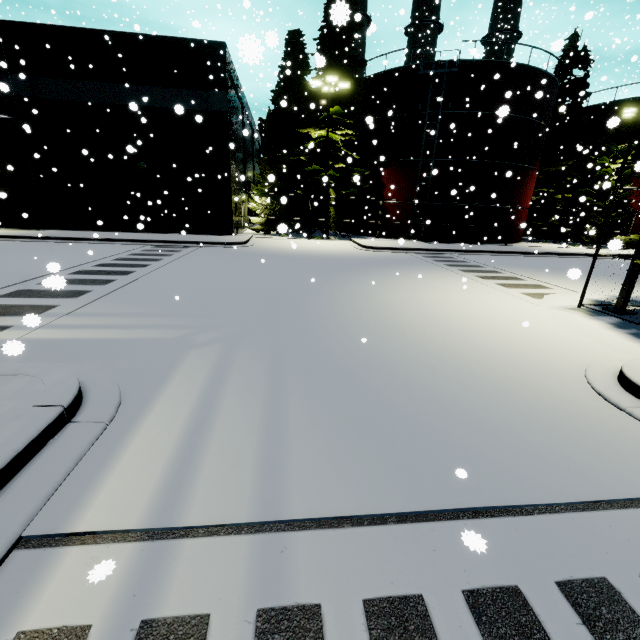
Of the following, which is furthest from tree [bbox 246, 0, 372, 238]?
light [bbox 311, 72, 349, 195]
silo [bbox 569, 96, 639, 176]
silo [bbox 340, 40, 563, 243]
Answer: silo [bbox 569, 96, 639, 176]

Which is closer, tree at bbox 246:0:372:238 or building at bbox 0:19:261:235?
building at bbox 0:19:261:235

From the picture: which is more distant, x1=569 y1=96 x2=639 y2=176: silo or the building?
x1=569 y1=96 x2=639 y2=176: silo

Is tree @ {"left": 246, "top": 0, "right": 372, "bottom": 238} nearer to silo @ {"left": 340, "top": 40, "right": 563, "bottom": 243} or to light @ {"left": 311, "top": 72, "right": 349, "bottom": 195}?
light @ {"left": 311, "top": 72, "right": 349, "bottom": 195}

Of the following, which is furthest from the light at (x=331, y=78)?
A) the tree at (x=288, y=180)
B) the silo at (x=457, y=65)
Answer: the silo at (x=457, y=65)

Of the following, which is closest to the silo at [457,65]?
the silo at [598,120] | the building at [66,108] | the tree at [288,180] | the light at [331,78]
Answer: the building at [66,108]

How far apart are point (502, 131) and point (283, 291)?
23.9m

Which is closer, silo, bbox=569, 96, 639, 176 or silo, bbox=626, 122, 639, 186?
silo, bbox=626, 122, 639, 186
